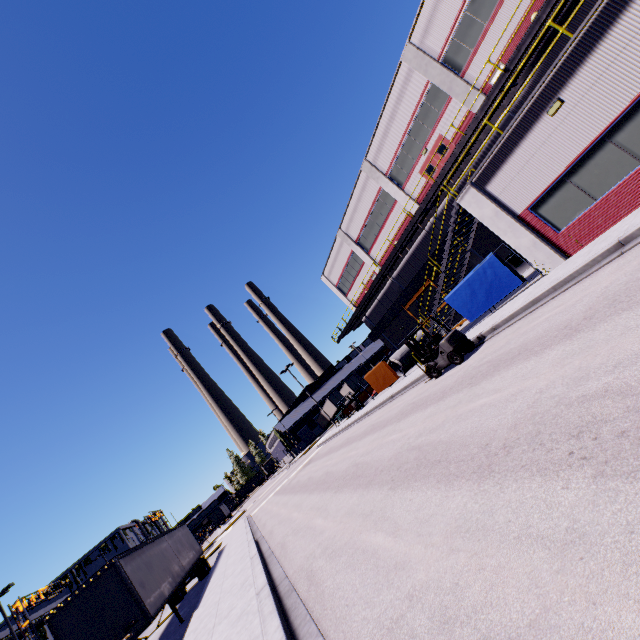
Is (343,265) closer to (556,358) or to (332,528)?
(332,528)

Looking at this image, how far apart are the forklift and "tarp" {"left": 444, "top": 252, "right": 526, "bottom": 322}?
3.28m

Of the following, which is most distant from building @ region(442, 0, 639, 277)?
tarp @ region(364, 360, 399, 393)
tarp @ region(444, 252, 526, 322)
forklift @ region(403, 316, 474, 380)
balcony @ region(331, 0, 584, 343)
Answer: forklift @ region(403, 316, 474, 380)

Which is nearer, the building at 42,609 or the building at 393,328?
the building at 393,328

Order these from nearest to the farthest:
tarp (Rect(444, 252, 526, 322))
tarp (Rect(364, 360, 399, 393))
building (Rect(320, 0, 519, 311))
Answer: tarp (Rect(444, 252, 526, 322)) < building (Rect(320, 0, 519, 311)) < tarp (Rect(364, 360, 399, 393))

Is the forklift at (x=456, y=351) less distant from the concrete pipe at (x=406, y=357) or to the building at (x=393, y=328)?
the building at (x=393, y=328)

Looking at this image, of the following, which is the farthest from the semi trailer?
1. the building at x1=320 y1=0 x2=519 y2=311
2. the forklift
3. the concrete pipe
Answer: the concrete pipe

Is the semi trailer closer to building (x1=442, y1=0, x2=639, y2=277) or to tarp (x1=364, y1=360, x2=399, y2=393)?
building (x1=442, y1=0, x2=639, y2=277)
